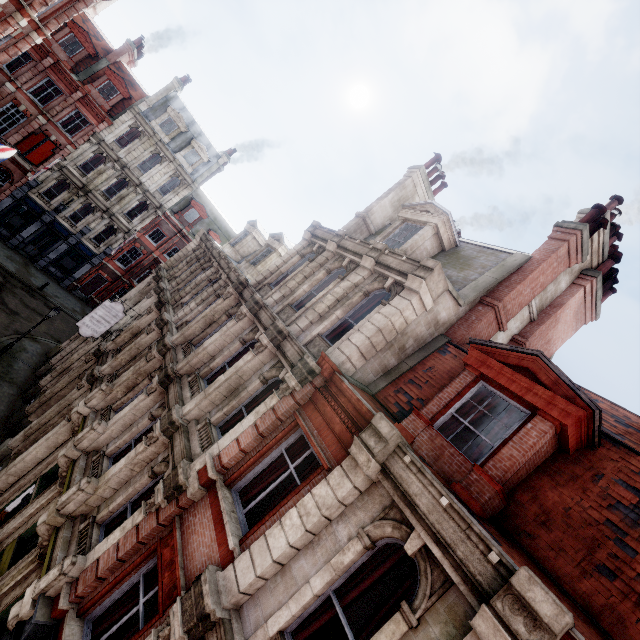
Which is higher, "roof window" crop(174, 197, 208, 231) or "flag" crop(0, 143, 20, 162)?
"roof window" crop(174, 197, 208, 231)

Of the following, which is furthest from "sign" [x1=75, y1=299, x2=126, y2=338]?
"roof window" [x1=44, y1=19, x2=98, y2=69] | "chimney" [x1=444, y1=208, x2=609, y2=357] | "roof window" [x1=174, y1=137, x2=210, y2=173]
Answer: "roof window" [x1=44, y1=19, x2=98, y2=69]

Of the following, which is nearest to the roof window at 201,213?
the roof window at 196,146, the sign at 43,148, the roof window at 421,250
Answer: the roof window at 196,146

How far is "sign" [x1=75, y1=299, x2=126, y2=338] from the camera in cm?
1628

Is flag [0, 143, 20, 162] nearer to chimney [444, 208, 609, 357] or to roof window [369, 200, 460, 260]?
roof window [369, 200, 460, 260]

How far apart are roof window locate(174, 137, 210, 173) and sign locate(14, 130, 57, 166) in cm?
920

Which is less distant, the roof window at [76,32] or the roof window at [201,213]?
the roof window at [76,32]

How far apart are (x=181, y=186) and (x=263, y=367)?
30.5 meters
